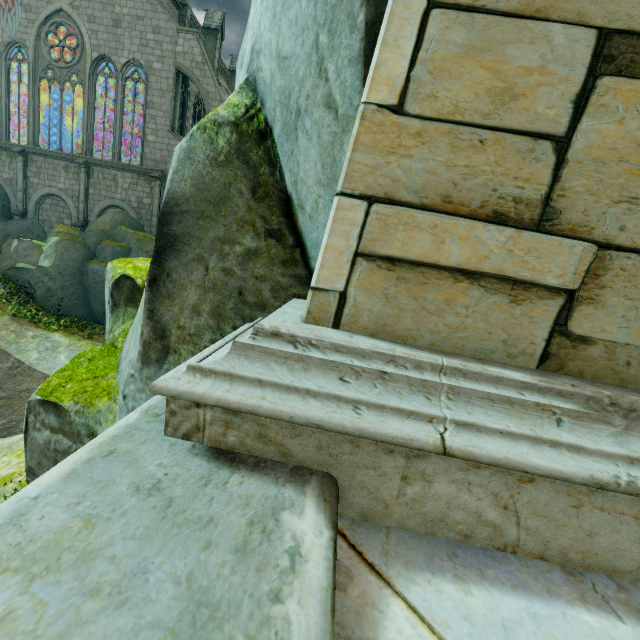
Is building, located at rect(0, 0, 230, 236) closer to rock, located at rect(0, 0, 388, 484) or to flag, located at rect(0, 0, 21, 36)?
flag, located at rect(0, 0, 21, 36)

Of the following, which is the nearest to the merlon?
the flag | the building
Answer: the building

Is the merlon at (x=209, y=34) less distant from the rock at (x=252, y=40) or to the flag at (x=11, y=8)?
the flag at (x=11, y=8)

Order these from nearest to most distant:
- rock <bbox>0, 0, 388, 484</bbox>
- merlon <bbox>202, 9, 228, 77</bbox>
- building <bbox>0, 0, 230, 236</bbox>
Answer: rock <bbox>0, 0, 388, 484</bbox> → building <bbox>0, 0, 230, 236</bbox> → merlon <bbox>202, 9, 228, 77</bbox>

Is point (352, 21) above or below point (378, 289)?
above

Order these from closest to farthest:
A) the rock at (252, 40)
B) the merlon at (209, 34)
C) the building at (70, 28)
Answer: the rock at (252, 40) → the building at (70, 28) → the merlon at (209, 34)

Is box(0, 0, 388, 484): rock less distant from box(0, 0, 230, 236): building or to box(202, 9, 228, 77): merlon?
box(0, 0, 230, 236): building

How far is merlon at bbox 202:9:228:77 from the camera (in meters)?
26.53
